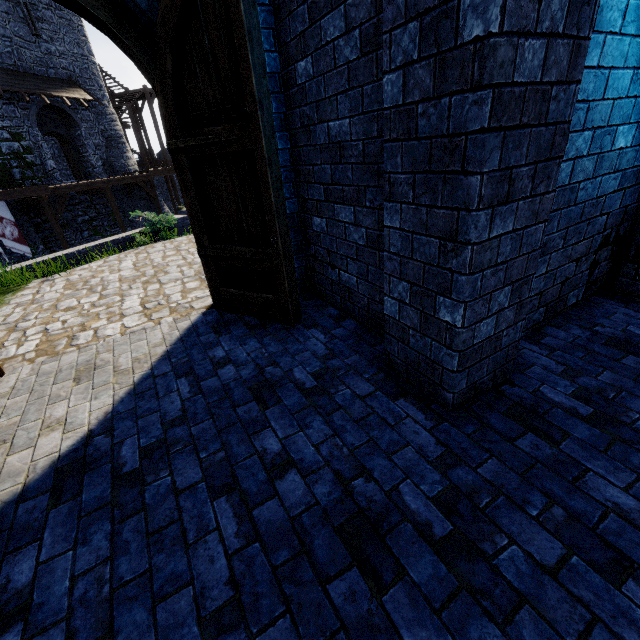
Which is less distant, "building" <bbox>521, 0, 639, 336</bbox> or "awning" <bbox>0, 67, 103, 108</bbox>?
"building" <bbox>521, 0, 639, 336</bbox>

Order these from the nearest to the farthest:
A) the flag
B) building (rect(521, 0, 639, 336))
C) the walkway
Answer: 1. building (rect(521, 0, 639, 336))
2. the flag
3. the walkway

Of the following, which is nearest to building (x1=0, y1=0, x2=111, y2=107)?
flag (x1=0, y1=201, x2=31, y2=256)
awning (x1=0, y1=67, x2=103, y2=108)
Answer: awning (x1=0, y1=67, x2=103, y2=108)

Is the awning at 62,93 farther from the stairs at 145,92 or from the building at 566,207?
the building at 566,207

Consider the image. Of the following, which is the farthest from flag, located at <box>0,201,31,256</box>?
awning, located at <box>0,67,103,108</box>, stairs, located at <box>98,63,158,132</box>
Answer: stairs, located at <box>98,63,158,132</box>

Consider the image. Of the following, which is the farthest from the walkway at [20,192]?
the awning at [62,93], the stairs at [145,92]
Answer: the awning at [62,93]

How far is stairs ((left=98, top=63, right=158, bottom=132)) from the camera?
27.30m

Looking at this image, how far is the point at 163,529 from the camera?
1.9 meters
